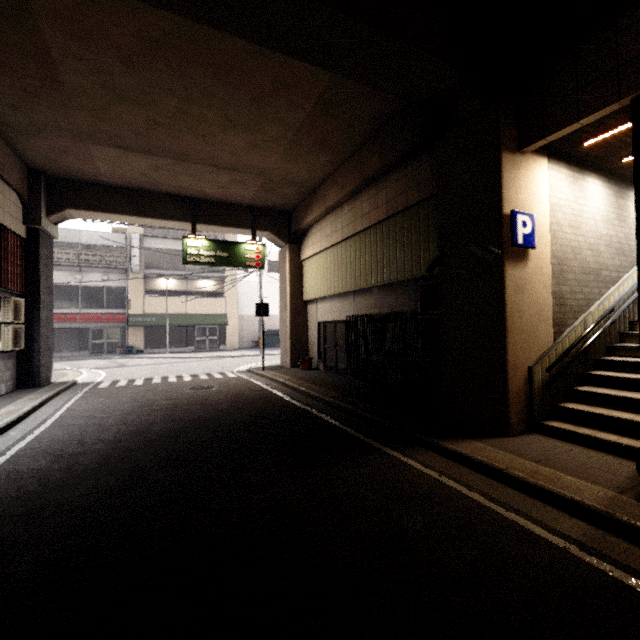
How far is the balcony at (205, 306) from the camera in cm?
2489

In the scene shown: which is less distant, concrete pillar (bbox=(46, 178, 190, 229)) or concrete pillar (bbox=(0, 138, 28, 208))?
concrete pillar (bbox=(0, 138, 28, 208))

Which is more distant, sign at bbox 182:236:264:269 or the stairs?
sign at bbox 182:236:264:269

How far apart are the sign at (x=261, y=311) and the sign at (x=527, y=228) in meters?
10.1 m

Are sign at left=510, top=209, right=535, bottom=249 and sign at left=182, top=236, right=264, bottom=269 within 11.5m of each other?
yes

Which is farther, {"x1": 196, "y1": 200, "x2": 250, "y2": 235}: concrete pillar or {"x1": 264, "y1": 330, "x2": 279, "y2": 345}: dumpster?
{"x1": 264, "y1": 330, "x2": 279, "y2": 345}: dumpster

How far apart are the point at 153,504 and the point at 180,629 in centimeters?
175cm
